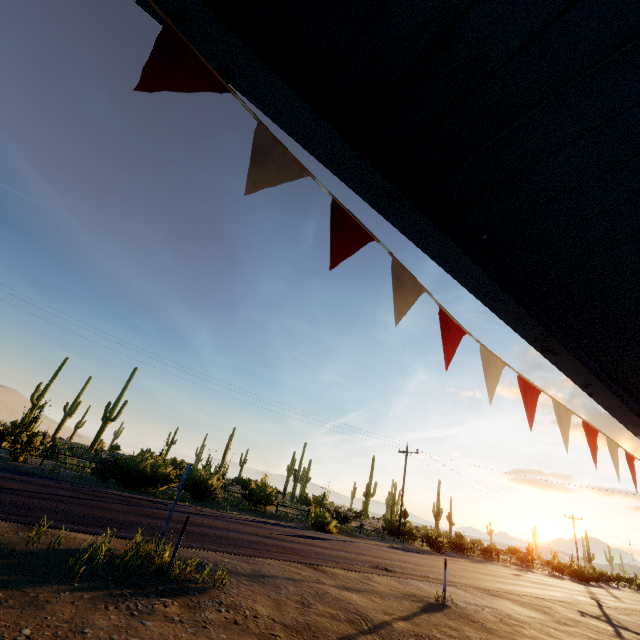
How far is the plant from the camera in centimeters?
2085cm

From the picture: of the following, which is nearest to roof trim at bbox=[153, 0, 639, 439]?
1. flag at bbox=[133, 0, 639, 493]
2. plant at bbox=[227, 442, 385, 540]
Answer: flag at bbox=[133, 0, 639, 493]

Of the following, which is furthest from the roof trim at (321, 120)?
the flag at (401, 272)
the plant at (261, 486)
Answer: the plant at (261, 486)

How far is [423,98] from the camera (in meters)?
1.94

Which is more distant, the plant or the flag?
the plant

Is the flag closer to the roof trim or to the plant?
the roof trim
